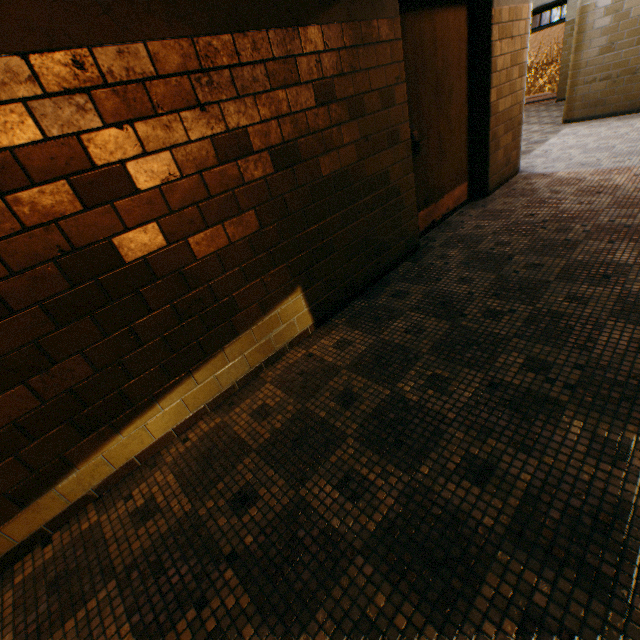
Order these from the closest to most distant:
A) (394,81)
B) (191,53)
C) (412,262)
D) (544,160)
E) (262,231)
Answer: (191,53)
(262,231)
(394,81)
(412,262)
(544,160)
